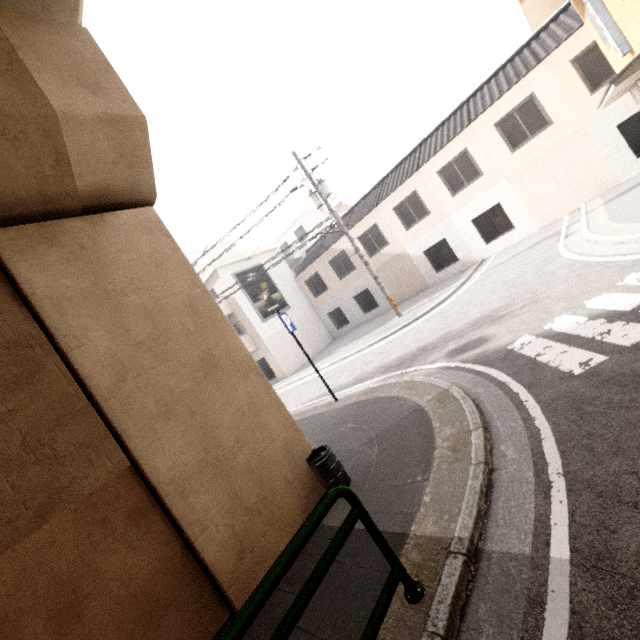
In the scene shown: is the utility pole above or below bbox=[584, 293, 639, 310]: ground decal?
above

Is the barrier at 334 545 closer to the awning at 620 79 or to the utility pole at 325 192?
the awning at 620 79

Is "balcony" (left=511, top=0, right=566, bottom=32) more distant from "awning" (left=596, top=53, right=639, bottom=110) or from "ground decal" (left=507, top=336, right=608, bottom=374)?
"ground decal" (left=507, top=336, right=608, bottom=374)

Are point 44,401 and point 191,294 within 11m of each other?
yes

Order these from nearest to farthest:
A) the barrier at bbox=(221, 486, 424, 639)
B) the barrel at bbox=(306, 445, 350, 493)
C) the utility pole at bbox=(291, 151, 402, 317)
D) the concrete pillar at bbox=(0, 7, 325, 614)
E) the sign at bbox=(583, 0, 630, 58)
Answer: the barrier at bbox=(221, 486, 424, 639) → the concrete pillar at bbox=(0, 7, 325, 614) → the barrel at bbox=(306, 445, 350, 493) → the sign at bbox=(583, 0, 630, 58) → the utility pole at bbox=(291, 151, 402, 317)

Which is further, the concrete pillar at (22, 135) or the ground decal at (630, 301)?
the ground decal at (630, 301)

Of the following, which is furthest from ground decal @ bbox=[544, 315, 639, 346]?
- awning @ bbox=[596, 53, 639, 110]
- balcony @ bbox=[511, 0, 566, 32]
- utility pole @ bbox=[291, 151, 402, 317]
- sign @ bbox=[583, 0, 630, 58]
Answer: utility pole @ bbox=[291, 151, 402, 317]

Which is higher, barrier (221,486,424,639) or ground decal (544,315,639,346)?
barrier (221,486,424,639)
